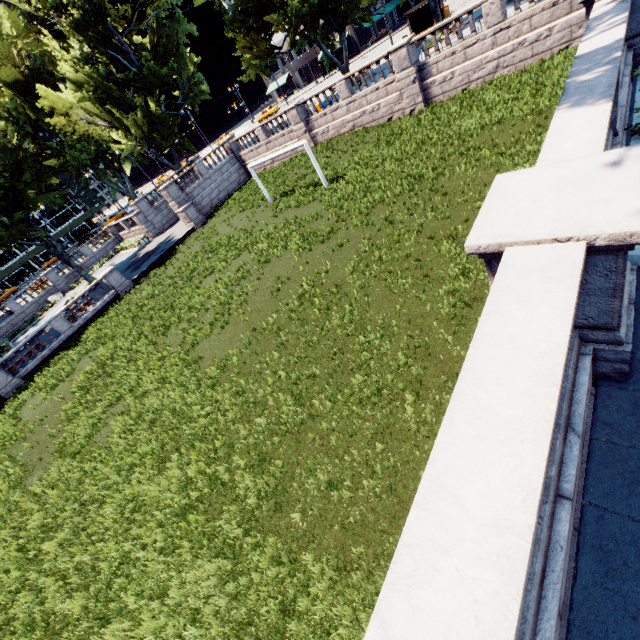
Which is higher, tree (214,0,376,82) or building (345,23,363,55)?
tree (214,0,376,82)

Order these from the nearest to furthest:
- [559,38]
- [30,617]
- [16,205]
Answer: [30,617] < [559,38] < [16,205]

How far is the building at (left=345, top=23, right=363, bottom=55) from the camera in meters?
57.2

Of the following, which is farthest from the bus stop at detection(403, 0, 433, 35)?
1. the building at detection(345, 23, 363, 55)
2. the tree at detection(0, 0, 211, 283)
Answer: the tree at detection(0, 0, 211, 283)

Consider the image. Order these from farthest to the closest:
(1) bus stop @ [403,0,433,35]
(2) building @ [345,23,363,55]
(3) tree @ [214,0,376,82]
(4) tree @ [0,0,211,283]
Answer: (2) building @ [345,23,363,55]
(1) bus stop @ [403,0,433,35]
(4) tree @ [0,0,211,283]
(3) tree @ [214,0,376,82]

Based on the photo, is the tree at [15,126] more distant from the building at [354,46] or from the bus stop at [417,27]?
the bus stop at [417,27]

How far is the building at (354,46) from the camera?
57.16m

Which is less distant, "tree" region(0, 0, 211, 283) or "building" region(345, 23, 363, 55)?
"tree" region(0, 0, 211, 283)
